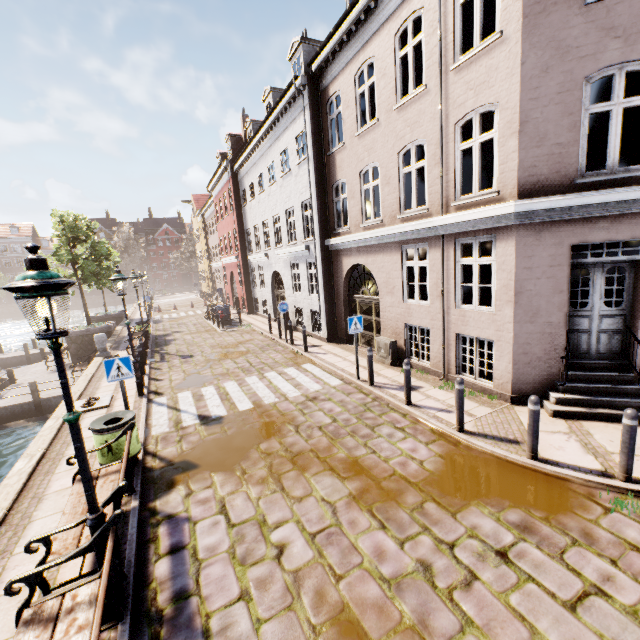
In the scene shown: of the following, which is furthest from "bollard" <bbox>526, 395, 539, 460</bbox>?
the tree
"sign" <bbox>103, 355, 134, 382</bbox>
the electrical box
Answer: the tree

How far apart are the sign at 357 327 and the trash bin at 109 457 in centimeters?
548cm

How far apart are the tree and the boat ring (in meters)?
13.16

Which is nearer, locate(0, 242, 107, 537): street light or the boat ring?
locate(0, 242, 107, 537): street light

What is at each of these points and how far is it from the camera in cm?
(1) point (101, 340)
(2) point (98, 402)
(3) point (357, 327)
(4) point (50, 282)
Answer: (1) pillar, 1466
(2) boat ring, 926
(3) sign, 927
(4) street light, 280

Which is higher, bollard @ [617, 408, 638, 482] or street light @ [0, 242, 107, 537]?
street light @ [0, 242, 107, 537]

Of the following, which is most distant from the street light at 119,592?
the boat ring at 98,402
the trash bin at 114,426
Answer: the boat ring at 98,402

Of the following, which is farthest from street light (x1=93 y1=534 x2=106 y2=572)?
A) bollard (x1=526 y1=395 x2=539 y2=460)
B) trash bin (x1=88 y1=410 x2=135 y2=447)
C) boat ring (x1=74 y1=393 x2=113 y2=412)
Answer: boat ring (x1=74 y1=393 x2=113 y2=412)
